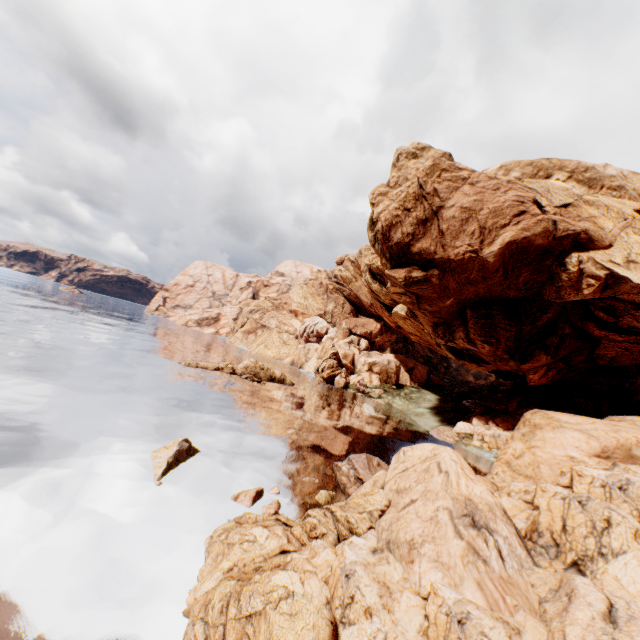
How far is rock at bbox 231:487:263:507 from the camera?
14.59m

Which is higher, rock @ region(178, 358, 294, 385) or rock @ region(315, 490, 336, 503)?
rock @ region(178, 358, 294, 385)

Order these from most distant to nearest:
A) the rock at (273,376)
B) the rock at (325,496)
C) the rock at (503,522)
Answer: the rock at (273,376) → the rock at (325,496) → the rock at (503,522)

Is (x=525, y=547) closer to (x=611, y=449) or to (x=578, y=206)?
(x=611, y=449)

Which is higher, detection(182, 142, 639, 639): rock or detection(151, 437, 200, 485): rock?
detection(182, 142, 639, 639): rock

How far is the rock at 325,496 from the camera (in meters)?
16.81

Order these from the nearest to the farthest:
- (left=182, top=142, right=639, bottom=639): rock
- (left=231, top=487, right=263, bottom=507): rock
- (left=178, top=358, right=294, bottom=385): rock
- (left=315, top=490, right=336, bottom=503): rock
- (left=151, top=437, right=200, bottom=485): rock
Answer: (left=182, top=142, right=639, bottom=639): rock < (left=231, top=487, right=263, bottom=507): rock < (left=151, top=437, right=200, bottom=485): rock < (left=315, top=490, right=336, bottom=503): rock < (left=178, top=358, right=294, bottom=385): rock

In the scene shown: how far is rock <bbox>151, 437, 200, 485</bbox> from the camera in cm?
1518
